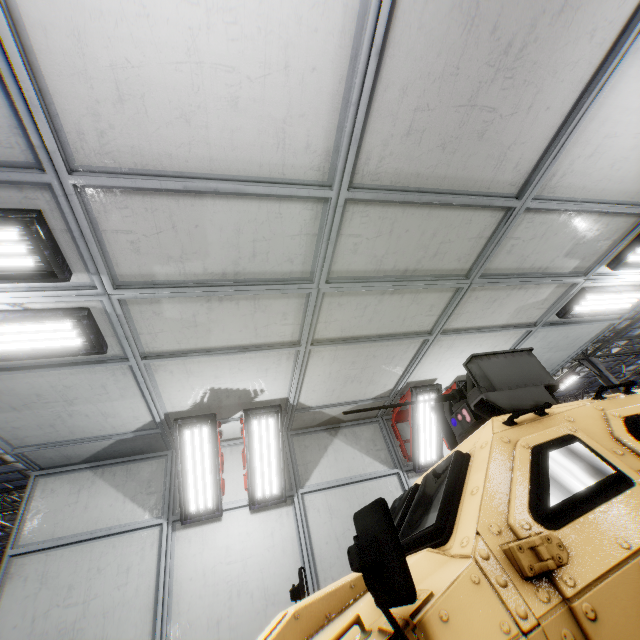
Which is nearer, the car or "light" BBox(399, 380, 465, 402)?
the car

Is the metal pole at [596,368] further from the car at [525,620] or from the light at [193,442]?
the light at [193,442]

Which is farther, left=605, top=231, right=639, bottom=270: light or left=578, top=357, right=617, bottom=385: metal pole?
left=578, top=357, right=617, bottom=385: metal pole

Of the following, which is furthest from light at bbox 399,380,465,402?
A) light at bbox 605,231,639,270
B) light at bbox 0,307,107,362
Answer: light at bbox 0,307,107,362

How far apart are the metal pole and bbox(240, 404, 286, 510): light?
18.9 meters

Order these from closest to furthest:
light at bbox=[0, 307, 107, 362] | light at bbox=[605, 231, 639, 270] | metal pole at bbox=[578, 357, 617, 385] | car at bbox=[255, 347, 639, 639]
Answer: car at bbox=[255, 347, 639, 639], light at bbox=[0, 307, 107, 362], light at bbox=[605, 231, 639, 270], metal pole at bbox=[578, 357, 617, 385]

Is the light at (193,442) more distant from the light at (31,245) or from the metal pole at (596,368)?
the metal pole at (596,368)

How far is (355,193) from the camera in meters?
2.7
